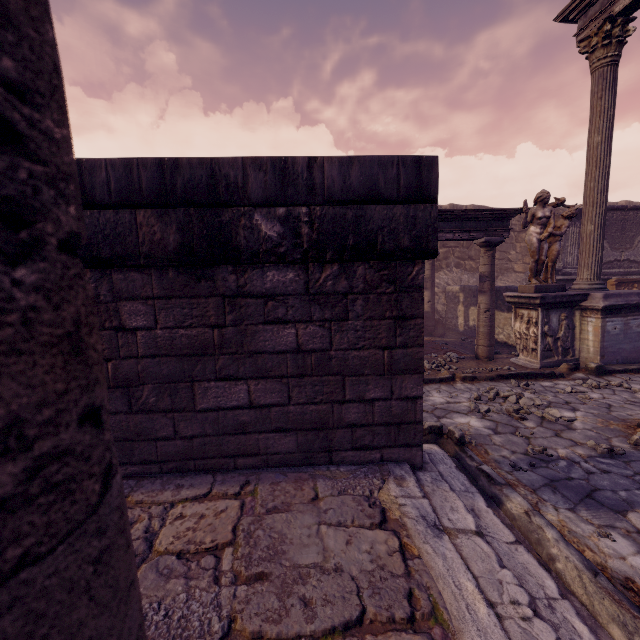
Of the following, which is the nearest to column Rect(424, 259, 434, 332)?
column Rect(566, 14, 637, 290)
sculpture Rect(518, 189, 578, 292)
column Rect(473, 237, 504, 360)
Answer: sculpture Rect(518, 189, 578, 292)

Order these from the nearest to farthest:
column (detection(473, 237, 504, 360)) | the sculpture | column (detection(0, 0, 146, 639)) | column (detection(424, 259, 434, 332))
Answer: column (detection(0, 0, 146, 639)) < the sculpture < column (detection(473, 237, 504, 360)) < column (detection(424, 259, 434, 332))

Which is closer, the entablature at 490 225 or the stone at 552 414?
the stone at 552 414

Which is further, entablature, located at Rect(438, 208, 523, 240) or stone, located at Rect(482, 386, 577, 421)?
entablature, located at Rect(438, 208, 523, 240)

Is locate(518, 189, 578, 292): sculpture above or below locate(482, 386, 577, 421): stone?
above

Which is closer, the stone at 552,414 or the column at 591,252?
the stone at 552,414

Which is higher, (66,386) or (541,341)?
(66,386)

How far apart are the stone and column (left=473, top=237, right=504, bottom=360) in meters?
2.5
